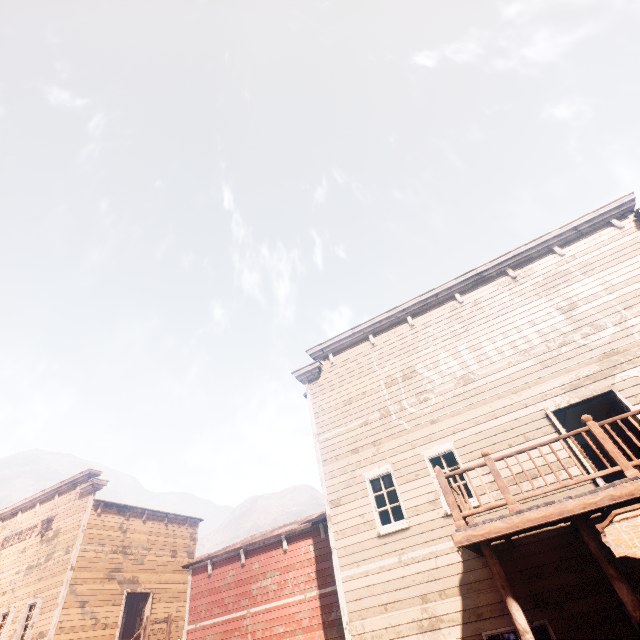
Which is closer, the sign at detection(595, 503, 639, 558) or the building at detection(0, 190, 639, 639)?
the sign at detection(595, 503, 639, 558)

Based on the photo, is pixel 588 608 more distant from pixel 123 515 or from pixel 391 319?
pixel 123 515

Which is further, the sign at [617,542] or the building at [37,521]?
the building at [37,521]
